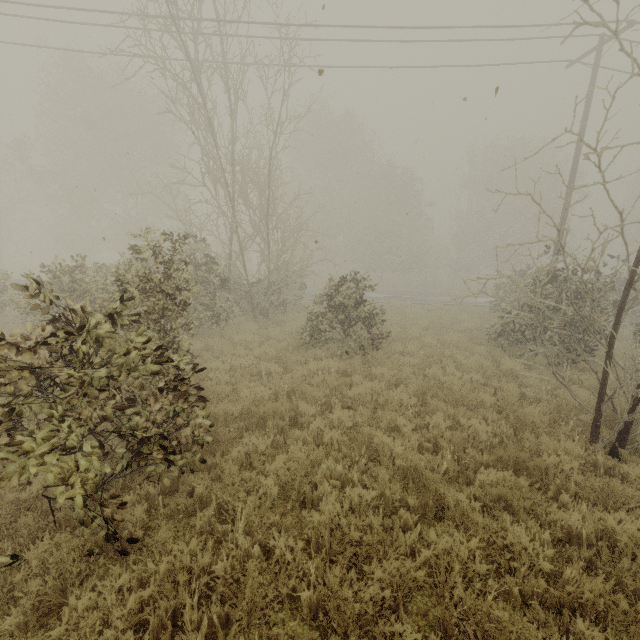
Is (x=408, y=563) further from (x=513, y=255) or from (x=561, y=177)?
(x=513, y=255)
